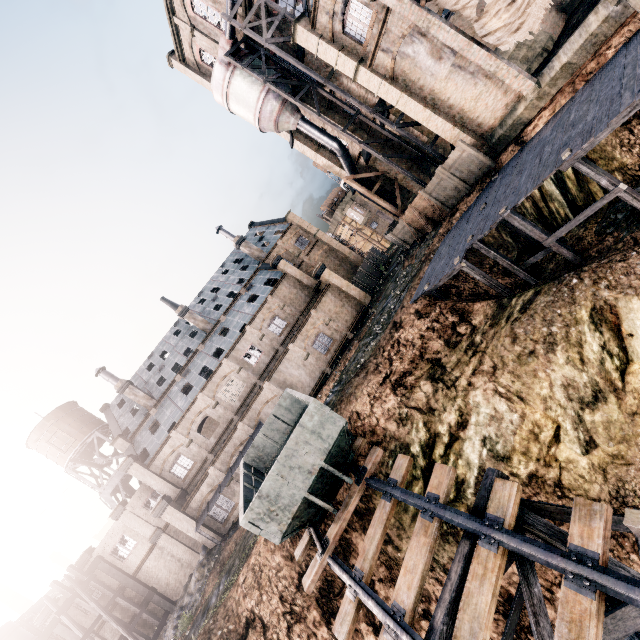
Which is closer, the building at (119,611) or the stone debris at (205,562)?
the stone debris at (205,562)

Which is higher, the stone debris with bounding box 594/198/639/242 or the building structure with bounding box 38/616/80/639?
the building structure with bounding box 38/616/80/639

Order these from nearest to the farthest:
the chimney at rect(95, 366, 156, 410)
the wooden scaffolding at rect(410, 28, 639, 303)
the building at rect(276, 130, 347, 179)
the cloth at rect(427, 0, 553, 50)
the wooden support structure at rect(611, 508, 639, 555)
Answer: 1. the wooden support structure at rect(611, 508, 639, 555)
2. the wooden scaffolding at rect(410, 28, 639, 303)
3. the cloth at rect(427, 0, 553, 50)
4. the building at rect(276, 130, 347, 179)
5. the chimney at rect(95, 366, 156, 410)

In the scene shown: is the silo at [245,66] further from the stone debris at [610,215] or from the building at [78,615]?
the stone debris at [610,215]

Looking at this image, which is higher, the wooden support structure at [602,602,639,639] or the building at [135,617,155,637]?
the building at [135,617,155,637]

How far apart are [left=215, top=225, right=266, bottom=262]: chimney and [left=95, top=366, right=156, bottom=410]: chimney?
22.0m

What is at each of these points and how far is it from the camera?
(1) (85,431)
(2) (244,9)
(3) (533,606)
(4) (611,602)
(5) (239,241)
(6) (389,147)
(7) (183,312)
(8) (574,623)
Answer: (1) water tower, 42.4m
(2) building, 26.7m
(3) wooden support structure, 7.0m
(4) stone debris, 9.2m
(5) chimney, 45.2m
(6) building, 31.2m
(7) chimney, 41.4m
(8) railway, 5.5m

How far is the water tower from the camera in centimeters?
4091cm
